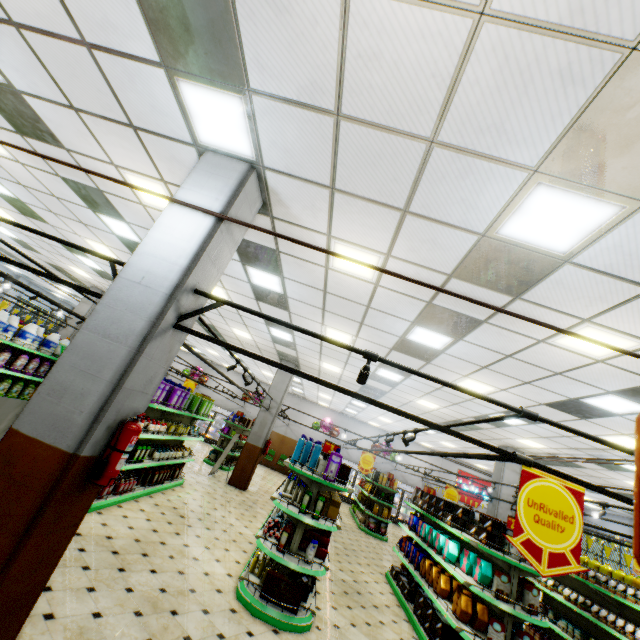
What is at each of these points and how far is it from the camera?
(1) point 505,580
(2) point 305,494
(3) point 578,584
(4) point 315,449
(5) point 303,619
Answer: (1) boxed food, 4.85m
(2) shampoo, 5.19m
(3) shelf, 7.68m
(4) shampoo, 5.91m
(5) shelf, 4.59m

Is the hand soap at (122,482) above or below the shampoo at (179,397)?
below

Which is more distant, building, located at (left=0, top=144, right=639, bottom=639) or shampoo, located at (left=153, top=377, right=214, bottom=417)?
shampoo, located at (left=153, top=377, right=214, bottom=417)

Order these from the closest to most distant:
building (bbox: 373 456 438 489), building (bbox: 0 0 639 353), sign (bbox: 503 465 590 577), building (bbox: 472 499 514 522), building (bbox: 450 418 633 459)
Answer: building (bbox: 0 0 639 353), sign (bbox: 503 465 590 577), building (bbox: 450 418 633 459), building (bbox: 472 499 514 522), building (bbox: 373 456 438 489)

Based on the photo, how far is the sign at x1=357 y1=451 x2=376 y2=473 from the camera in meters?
12.3

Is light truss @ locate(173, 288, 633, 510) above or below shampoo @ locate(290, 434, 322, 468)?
above

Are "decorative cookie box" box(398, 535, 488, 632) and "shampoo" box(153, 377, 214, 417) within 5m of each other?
no

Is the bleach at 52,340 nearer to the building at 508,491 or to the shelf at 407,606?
the building at 508,491
